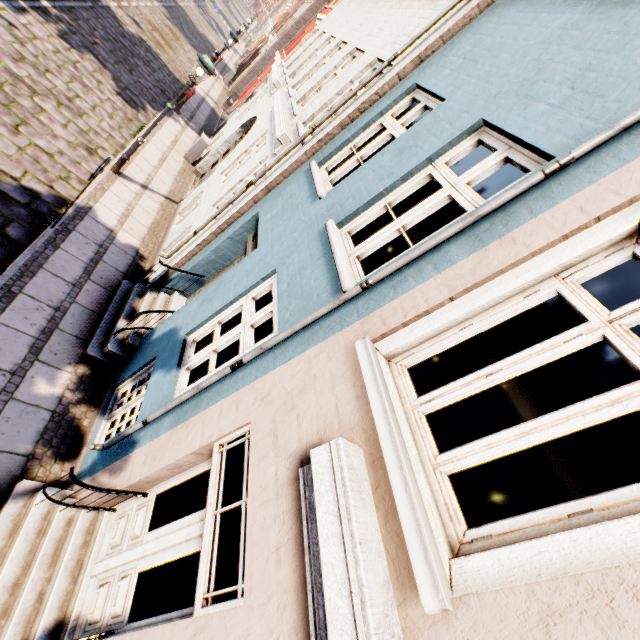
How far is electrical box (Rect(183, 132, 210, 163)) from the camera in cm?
1189

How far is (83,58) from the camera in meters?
10.1 m

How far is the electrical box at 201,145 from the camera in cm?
1189

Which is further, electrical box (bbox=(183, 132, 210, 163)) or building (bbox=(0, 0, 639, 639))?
electrical box (bbox=(183, 132, 210, 163))

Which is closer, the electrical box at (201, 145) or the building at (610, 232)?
the building at (610, 232)
